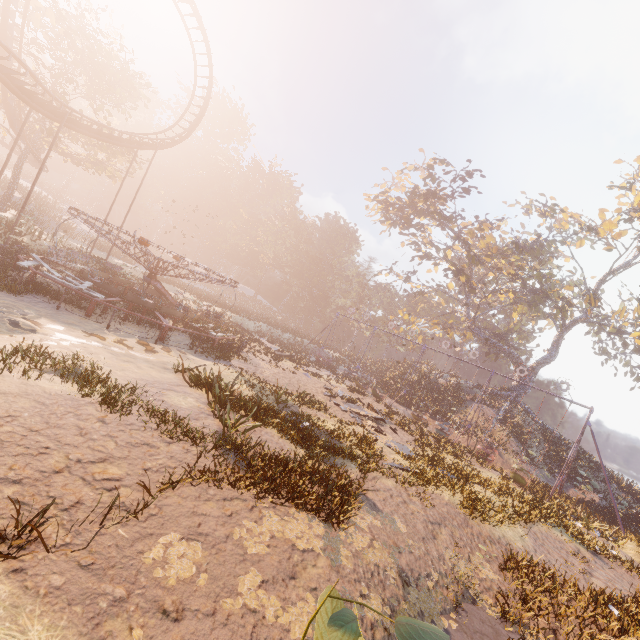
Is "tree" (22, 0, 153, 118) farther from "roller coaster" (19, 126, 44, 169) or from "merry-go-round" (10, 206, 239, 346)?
"merry-go-round" (10, 206, 239, 346)

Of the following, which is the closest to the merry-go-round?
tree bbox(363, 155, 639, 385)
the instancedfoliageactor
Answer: the instancedfoliageactor

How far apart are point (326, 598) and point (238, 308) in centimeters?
4570cm

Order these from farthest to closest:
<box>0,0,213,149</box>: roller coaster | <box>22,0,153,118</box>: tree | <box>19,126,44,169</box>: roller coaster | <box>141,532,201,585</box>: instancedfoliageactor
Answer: <box>19,126,44,169</box>: roller coaster → <box>22,0,153,118</box>: tree → <box>0,0,213,149</box>: roller coaster → <box>141,532,201,585</box>: instancedfoliageactor

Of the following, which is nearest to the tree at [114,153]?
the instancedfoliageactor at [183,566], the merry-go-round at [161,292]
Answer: the merry-go-round at [161,292]

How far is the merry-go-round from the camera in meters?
14.5

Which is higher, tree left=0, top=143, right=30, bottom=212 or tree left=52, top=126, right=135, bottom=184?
tree left=52, top=126, right=135, bottom=184

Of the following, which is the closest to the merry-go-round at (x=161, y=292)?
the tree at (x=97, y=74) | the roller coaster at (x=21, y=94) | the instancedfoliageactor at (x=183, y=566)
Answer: the roller coaster at (x=21, y=94)
